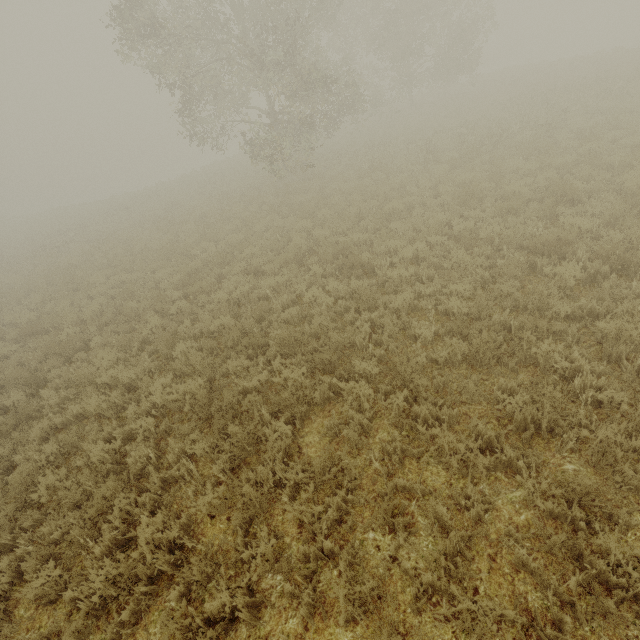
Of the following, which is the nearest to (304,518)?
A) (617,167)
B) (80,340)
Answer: (80,340)
